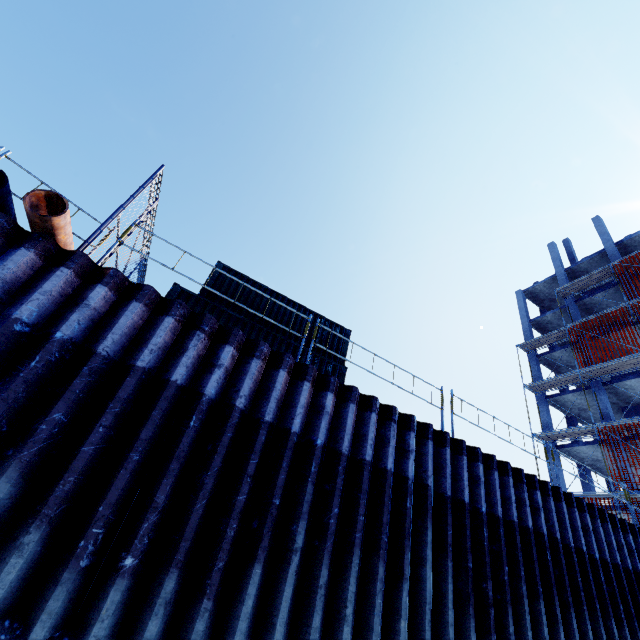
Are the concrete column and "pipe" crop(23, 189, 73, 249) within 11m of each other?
no

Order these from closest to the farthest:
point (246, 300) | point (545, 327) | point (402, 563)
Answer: point (402, 563)
point (246, 300)
point (545, 327)

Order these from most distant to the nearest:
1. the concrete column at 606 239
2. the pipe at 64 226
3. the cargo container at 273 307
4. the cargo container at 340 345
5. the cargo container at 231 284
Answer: the concrete column at 606 239 → the cargo container at 340 345 → the cargo container at 273 307 → the cargo container at 231 284 → the pipe at 64 226

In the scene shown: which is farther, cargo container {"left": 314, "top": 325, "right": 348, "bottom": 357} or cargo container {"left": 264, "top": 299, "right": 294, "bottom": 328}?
cargo container {"left": 314, "top": 325, "right": 348, "bottom": 357}

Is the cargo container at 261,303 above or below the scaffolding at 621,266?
below

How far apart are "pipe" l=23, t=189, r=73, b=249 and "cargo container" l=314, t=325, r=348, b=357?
5.58m

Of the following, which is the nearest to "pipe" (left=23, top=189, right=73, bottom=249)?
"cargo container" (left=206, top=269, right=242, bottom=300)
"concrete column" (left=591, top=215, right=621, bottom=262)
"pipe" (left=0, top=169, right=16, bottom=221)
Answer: "pipe" (left=0, top=169, right=16, bottom=221)
